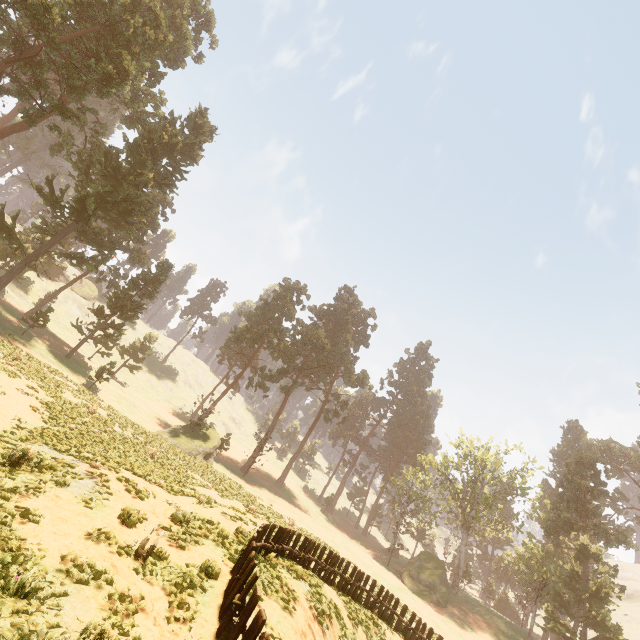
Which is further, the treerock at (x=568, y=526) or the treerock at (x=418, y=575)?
the treerock at (x=418, y=575)

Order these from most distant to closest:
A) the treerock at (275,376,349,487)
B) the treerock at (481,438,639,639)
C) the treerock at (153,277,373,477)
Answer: the treerock at (275,376,349,487) → the treerock at (153,277,373,477) → the treerock at (481,438,639,639)

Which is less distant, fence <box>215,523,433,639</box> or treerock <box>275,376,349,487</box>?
fence <box>215,523,433,639</box>

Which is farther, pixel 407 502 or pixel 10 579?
pixel 407 502

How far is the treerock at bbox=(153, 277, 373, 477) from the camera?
36.4 meters
